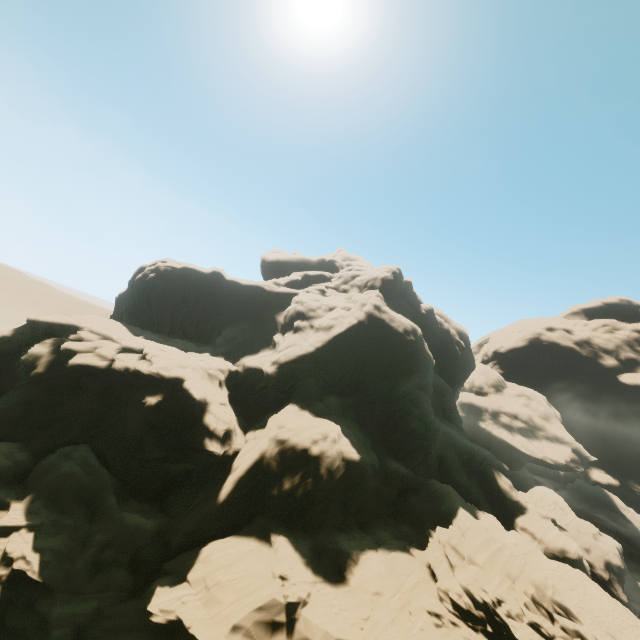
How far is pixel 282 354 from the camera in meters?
38.0
